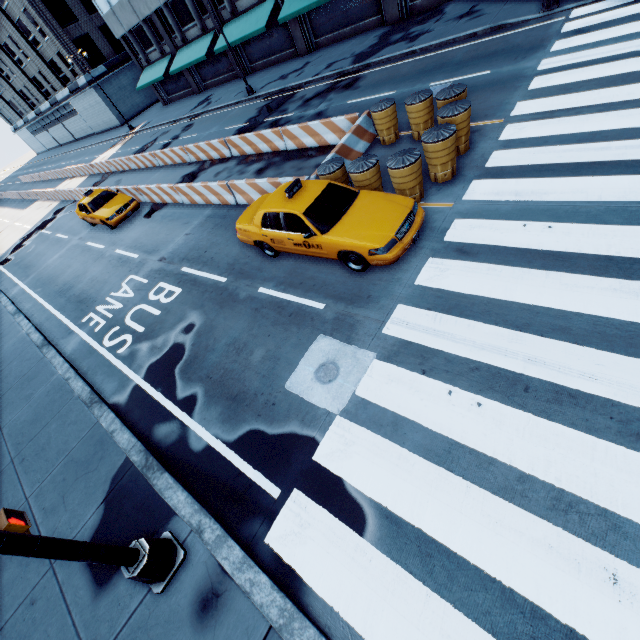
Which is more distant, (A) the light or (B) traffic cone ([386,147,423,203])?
(B) traffic cone ([386,147,423,203])

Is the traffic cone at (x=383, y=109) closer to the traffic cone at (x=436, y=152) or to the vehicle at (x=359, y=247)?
the traffic cone at (x=436, y=152)

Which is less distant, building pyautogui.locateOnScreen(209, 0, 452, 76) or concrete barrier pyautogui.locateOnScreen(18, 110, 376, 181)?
concrete barrier pyautogui.locateOnScreen(18, 110, 376, 181)

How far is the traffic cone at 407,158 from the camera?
7.4m

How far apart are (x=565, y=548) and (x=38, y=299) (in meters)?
19.12

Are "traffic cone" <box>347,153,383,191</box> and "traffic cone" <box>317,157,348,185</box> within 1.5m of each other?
yes

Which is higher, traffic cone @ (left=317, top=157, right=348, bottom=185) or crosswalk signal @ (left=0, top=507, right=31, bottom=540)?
crosswalk signal @ (left=0, top=507, right=31, bottom=540)

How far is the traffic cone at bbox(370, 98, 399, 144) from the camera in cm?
1008
